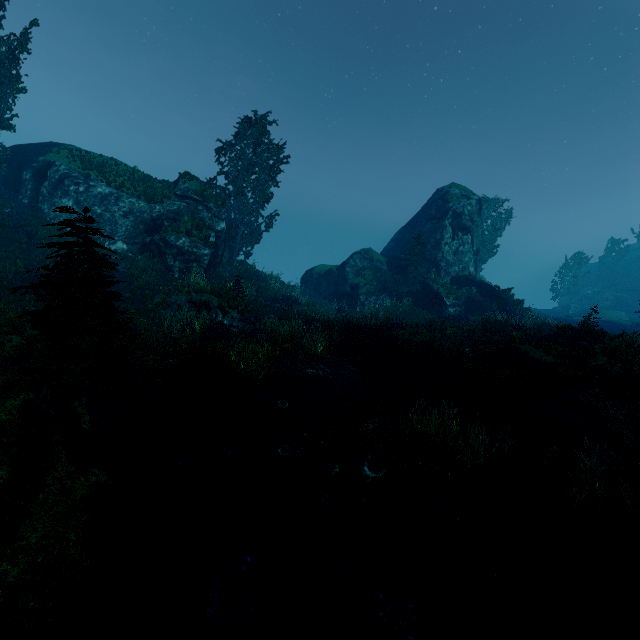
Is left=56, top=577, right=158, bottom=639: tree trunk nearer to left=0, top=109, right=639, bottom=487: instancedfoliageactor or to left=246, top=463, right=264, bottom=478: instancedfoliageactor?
left=0, top=109, right=639, bottom=487: instancedfoliageactor

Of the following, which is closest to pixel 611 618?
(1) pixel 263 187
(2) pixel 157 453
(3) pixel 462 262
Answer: (2) pixel 157 453

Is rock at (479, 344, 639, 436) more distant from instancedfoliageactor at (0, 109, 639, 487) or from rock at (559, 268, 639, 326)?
rock at (559, 268, 639, 326)

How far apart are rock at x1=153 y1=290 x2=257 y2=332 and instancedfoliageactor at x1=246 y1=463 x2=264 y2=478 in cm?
920

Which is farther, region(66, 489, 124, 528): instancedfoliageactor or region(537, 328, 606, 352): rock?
region(537, 328, 606, 352): rock

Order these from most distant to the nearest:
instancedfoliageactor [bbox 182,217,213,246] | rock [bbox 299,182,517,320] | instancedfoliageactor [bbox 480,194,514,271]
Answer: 1. instancedfoliageactor [bbox 480,194,514,271]
2. rock [bbox 299,182,517,320]
3. instancedfoliageactor [bbox 182,217,213,246]

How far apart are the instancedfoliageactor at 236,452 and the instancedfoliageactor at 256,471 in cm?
35

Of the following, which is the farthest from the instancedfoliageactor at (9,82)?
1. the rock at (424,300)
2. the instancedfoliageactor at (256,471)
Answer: the instancedfoliageactor at (256,471)
